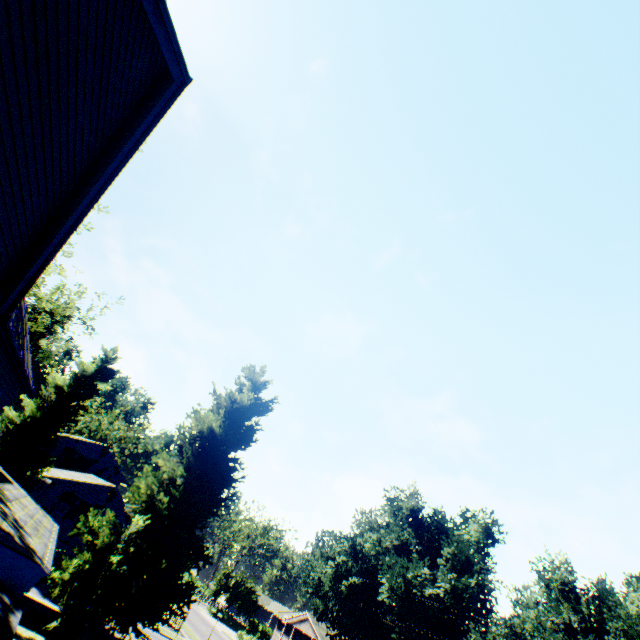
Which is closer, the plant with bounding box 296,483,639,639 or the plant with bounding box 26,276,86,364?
the plant with bounding box 26,276,86,364

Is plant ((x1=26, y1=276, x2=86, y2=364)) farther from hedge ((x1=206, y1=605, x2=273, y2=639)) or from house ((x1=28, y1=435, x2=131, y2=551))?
hedge ((x1=206, y1=605, x2=273, y2=639))

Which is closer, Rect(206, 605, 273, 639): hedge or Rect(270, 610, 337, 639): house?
Rect(206, 605, 273, 639): hedge

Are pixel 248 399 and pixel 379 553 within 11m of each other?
no

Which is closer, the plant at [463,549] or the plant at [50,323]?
the plant at [50,323]

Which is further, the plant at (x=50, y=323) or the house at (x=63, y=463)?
the house at (x=63, y=463)

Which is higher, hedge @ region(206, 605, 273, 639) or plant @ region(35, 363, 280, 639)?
plant @ region(35, 363, 280, 639)

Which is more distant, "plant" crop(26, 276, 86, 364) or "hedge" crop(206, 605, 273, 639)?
"hedge" crop(206, 605, 273, 639)
